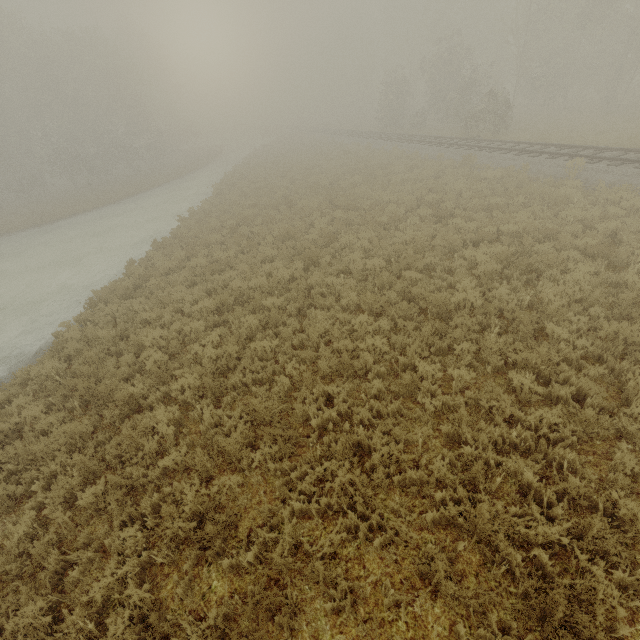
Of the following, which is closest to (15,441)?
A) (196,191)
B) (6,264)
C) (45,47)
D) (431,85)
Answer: (6,264)
